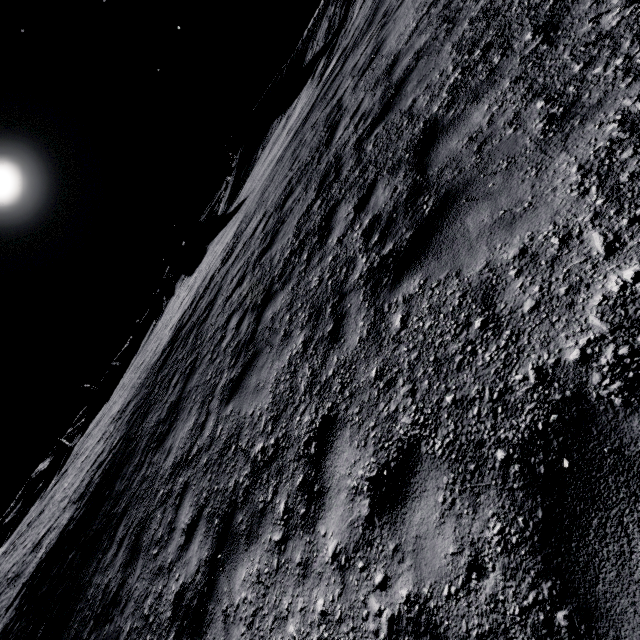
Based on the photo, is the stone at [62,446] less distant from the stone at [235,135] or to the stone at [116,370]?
the stone at [116,370]

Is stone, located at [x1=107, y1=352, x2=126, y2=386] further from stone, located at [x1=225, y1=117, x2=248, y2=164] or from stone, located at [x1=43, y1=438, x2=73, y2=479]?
stone, located at [x1=225, y1=117, x2=248, y2=164]

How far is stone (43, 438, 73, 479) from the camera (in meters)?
46.81

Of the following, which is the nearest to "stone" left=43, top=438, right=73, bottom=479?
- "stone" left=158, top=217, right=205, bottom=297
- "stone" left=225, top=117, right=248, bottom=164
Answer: "stone" left=158, top=217, right=205, bottom=297

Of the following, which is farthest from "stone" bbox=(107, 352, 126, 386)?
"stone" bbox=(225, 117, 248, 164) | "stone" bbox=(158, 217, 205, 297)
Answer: "stone" bbox=(225, 117, 248, 164)

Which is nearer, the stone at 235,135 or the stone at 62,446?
the stone at 235,135

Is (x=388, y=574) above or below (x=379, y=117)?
below

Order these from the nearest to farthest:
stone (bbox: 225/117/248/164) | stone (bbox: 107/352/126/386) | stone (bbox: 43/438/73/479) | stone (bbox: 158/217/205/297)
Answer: stone (bbox: 225/117/248/164), stone (bbox: 158/217/205/297), stone (bbox: 43/438/73/479), stone (bbox: 107/352/126/386)
